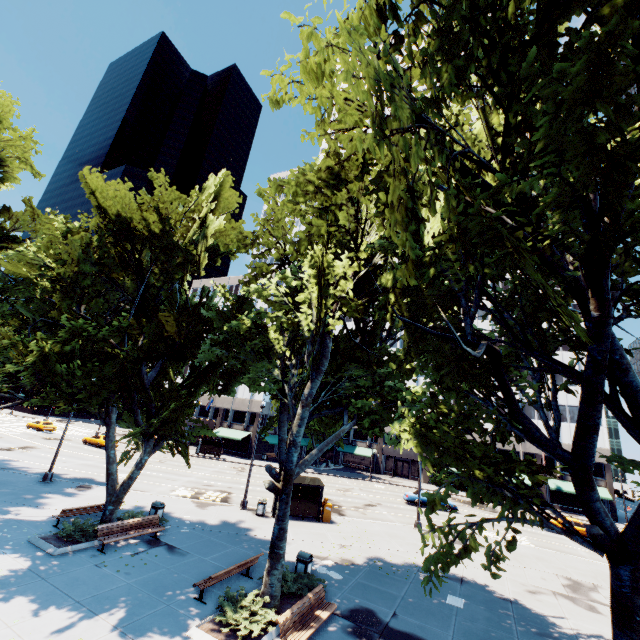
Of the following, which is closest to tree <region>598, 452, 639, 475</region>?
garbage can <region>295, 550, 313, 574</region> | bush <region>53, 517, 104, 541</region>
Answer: bush <region>53, 517, 104, 541</region>

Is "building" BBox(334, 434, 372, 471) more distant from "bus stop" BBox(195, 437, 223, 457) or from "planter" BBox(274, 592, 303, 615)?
"planter" BBox(274, 592, 303, 615)

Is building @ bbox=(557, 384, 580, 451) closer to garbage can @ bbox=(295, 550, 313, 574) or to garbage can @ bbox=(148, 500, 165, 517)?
garbage can @ bbox=(148, 500, 165, 517)

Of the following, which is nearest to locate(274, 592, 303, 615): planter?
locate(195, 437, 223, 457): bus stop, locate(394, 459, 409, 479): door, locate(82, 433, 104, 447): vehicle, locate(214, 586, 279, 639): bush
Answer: locate(214, 586, 279, 639): bush

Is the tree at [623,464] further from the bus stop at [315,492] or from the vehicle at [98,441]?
the vehicle at [98,441]

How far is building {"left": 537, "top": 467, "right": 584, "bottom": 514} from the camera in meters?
44.0

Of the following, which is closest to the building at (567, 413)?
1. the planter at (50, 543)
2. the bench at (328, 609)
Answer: the planter at (50, 543)

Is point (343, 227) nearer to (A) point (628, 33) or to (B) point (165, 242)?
(A) point (628, 33)
